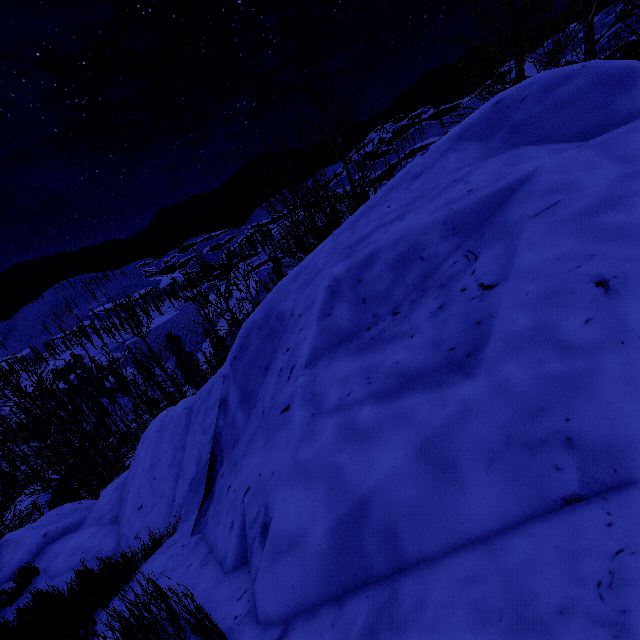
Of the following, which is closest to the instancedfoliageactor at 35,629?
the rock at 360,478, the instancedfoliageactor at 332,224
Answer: the rock at 360,478

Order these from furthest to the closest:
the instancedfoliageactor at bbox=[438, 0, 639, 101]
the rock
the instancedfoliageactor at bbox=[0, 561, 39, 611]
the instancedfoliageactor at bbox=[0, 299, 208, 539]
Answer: the instancedfoliageactor at bbox=[0, 299, 208, 539], the instancedfoliageactor at bbox=[0, 561, 39, 611], the instancedfoliageactor at bbox=[438, 0, 639, 101], the rock

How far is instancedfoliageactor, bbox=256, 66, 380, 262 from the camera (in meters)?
6.62

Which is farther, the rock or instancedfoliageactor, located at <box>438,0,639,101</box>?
instancedfoliageactor, located at <box>438,0,639,101</box>

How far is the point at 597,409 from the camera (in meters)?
1.42

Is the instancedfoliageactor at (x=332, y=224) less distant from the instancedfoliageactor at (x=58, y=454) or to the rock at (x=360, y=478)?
the rock at (x=360, y=478)

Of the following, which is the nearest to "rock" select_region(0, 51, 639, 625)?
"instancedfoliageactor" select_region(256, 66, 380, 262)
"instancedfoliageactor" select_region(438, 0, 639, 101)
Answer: "instancedfoliageactor" select_region(438, 0, 639, 101)

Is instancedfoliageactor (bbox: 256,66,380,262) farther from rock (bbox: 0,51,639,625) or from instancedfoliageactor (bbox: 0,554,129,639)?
instancedfoliageactor (bbox: 0,554,129,639)
